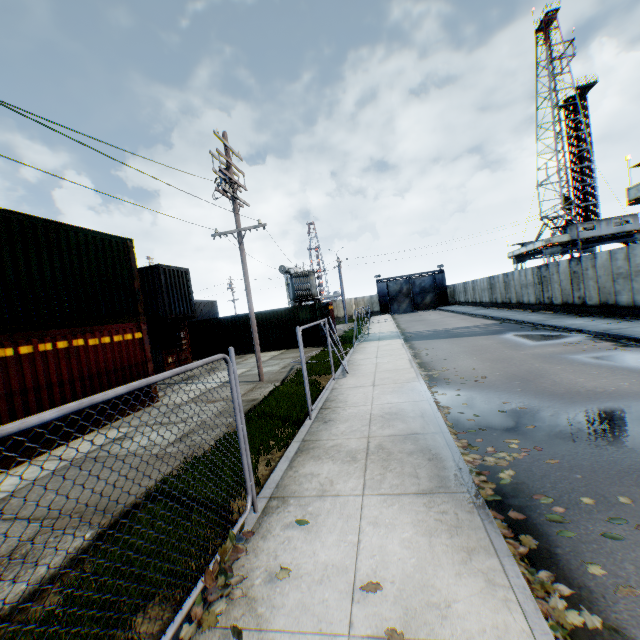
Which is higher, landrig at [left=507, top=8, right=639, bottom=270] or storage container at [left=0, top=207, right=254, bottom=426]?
landrig at [left=507, top=8, right=639, bottom=270]

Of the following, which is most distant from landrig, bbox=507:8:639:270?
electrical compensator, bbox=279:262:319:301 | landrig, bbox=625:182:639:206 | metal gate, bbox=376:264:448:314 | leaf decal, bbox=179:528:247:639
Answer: leaf decal, bbox=179:528:247:639

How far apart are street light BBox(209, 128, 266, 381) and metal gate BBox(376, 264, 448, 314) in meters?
42.5

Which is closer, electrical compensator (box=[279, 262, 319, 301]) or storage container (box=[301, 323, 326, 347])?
storage container (box=[301, 323, 326, 347])

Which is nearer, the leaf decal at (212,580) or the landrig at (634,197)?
the leaf decal at (212,580)

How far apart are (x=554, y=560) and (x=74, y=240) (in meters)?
12.24

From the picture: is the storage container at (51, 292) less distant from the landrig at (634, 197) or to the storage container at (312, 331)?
the storage container at (312, 331)

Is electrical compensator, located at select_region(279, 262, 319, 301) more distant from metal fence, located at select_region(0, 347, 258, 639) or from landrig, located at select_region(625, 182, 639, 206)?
metal fence, located at select_region(0, 347, 258, 639)
